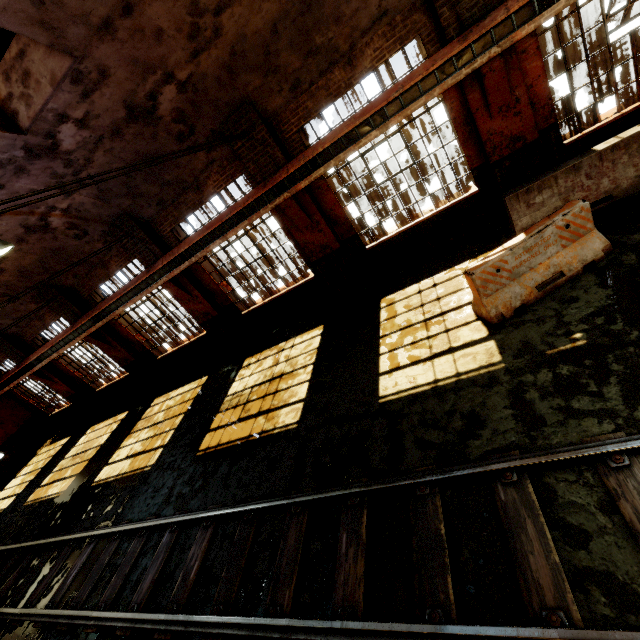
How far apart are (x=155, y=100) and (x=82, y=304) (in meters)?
8.97

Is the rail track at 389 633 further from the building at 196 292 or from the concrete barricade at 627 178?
the building at 196 292

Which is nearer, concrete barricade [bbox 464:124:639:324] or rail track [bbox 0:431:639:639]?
rail track [bbox 0:431:639:639]

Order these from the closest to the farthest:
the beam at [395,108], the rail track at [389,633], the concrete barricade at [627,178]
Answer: the rail track at [389,633]
the concrete barricade at [627,178]
the beam at [395,108]

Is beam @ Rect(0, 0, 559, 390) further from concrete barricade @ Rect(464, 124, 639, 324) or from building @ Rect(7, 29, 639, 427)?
concrete barricade @ Rect(464, 124, 639, 324)

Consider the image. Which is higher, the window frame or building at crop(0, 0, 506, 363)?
the window frame

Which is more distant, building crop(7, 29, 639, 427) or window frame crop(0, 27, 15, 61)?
building crop(7, 29, 639, 427)

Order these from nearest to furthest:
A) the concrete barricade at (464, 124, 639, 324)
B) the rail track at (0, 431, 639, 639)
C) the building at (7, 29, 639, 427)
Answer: the rail track at (0, 431, 639, 639) < the concrete barricade at (464, 124, 639, 324) < the building at (7, 29, 639, 427)
